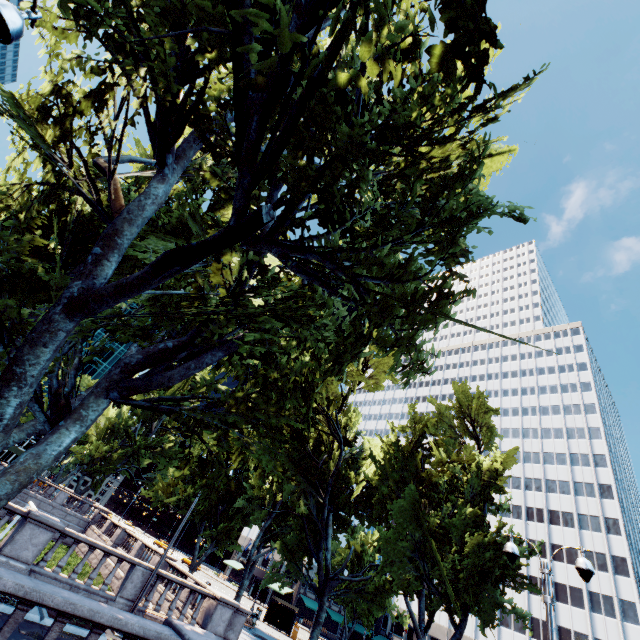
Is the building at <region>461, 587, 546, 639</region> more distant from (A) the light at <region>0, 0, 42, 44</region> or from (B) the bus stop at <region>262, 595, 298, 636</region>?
(A) the light at <region>0, 0, 42, 44</region>

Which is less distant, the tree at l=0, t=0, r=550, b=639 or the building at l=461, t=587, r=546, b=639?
the tree at l=0, t=0, r=550, b=639

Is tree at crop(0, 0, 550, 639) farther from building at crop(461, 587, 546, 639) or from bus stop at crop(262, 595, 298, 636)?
bus stop at crop(262, 595, 298, 636)

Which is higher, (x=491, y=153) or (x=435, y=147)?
(x=491, y=153)

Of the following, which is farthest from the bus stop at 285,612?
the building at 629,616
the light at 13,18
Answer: the light at 13,18

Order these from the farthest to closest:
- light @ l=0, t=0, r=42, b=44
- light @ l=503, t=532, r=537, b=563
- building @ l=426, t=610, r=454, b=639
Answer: building @ l=426, t=610, r=454, b=639 → light @ l=503, t=532, r=537, b=563 → light @ l=0, t=0, r=42, b=44

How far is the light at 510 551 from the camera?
10.1m

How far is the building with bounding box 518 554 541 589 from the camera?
53.28m
